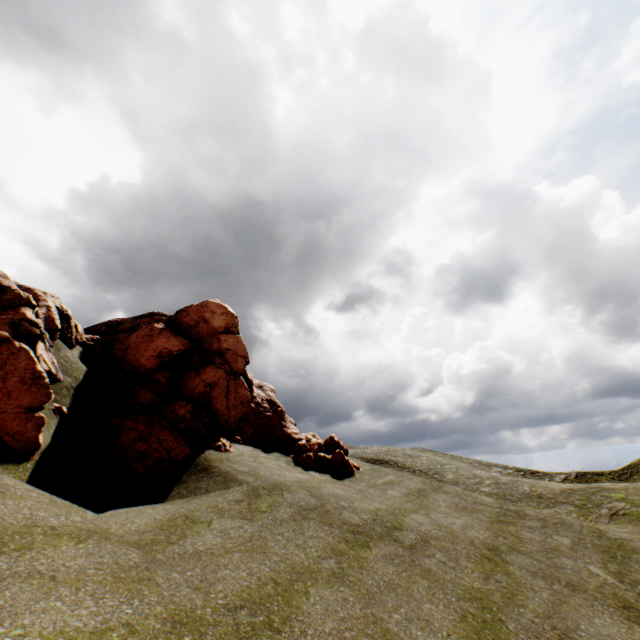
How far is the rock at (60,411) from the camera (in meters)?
10.50

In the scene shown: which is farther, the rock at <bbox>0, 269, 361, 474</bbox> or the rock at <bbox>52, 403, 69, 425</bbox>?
the rock at <bbox>52, 403, 69, 425</bbox>

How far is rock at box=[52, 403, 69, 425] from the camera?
10.5m

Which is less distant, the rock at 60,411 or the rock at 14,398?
the rock at 14,398

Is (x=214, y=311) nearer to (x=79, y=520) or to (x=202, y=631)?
(x=79, y=520)
